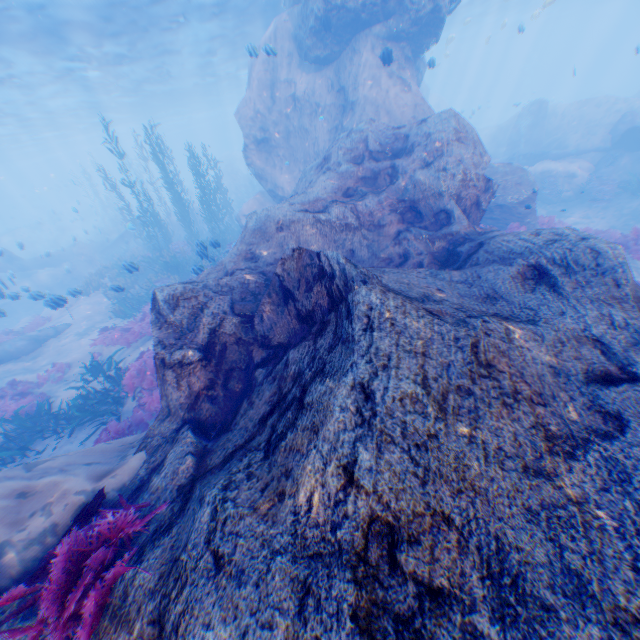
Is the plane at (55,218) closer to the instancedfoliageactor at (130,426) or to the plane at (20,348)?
the instancedfoliageactor at (130,426)

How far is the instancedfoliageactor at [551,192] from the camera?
19.14m

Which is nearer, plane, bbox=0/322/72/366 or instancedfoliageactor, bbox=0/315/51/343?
plane, bbox=0/322/72/366

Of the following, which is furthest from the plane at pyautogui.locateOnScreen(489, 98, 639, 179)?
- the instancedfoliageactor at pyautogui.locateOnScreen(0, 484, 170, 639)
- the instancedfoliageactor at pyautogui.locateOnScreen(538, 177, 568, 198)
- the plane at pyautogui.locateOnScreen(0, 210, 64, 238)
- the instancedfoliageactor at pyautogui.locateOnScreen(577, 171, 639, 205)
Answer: the plane at pyautogui.locateOnScreen(0, 210, 64, 238)

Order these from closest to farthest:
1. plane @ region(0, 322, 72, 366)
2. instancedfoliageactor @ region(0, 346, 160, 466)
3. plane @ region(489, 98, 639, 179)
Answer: instancedfoliageactor @ region(0, 346, 160, 466), plane @ region(0, 322, 72, 366), plane @ region(489, 98, 639, 179)

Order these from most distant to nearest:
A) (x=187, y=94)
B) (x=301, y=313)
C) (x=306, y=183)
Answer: (x=187, y=94), (x=306, y=183), (x=301, y=313)

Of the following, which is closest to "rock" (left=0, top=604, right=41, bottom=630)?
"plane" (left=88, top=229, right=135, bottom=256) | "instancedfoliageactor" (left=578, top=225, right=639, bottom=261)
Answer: "plane" (left=88, top=229, right=135, bottom=256)

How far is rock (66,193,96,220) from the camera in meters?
30.7 m
